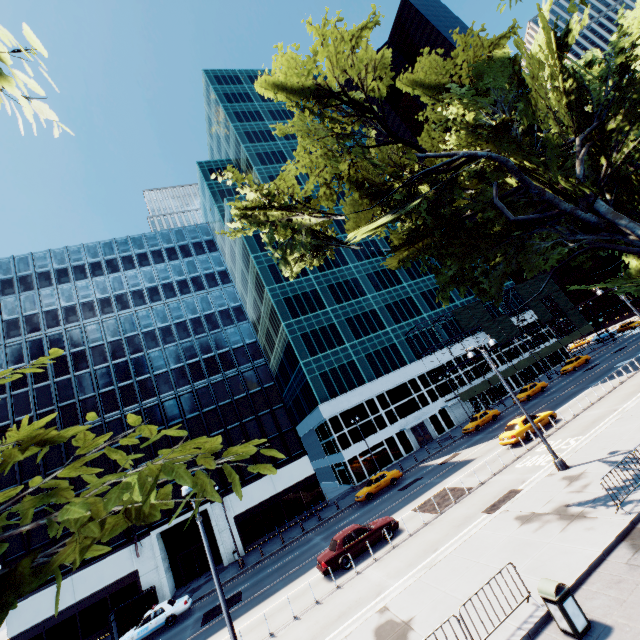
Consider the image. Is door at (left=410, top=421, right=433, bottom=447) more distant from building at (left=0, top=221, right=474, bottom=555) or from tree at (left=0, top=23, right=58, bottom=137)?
tree at (left=0, top=23, right=58, bottom=137)

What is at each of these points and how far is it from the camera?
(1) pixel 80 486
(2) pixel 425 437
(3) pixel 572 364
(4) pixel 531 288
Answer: (1) building, 33.5m
(2) door, 45.7m
(3) vehicle, 44.5m
(4) scaffolding, 59.3m

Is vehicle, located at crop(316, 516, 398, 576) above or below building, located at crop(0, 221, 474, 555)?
below

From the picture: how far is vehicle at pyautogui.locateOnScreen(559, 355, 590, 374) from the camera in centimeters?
4422cm

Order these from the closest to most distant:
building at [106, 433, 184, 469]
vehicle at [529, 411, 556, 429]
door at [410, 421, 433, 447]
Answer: vehicle at [529, 411, 556, 429] → building at [106, 433, 184, 469] → door at [410, 421, 433, 447]

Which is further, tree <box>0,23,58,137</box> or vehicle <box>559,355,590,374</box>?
vehicle <box>559,355,590,374</box>

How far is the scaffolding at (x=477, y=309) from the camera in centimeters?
5178cm

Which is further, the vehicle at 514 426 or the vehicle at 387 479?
the vehicle at 387 479
